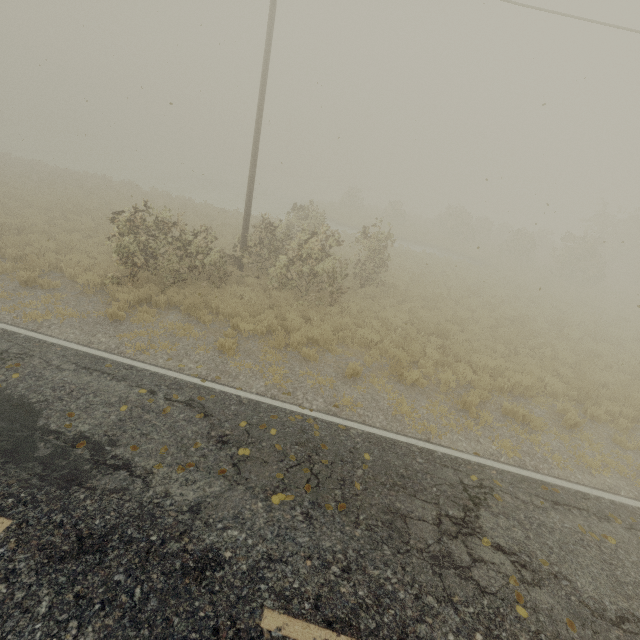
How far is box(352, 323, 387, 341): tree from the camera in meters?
10.6 m

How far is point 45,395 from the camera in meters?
6.1

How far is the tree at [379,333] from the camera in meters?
10.6 m
